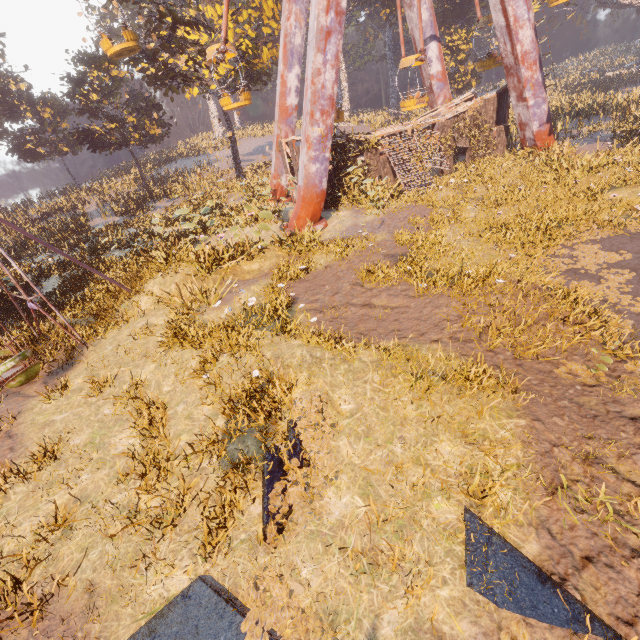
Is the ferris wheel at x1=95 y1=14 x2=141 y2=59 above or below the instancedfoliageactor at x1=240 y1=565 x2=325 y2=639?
above

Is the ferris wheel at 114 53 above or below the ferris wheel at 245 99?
above

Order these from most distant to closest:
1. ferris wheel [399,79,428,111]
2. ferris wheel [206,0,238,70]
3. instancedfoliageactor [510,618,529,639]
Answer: ferris wheel [399,79,428,111], ferris wheel [206,0,238,70], instancedfoliageactor [510,618,529,639]

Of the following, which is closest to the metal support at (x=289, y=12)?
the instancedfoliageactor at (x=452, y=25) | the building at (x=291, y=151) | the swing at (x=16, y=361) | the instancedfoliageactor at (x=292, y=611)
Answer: the building at (x=291, y=151)

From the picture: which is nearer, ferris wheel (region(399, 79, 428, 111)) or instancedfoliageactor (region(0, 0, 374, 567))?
instancedfoliageactor (region(0, 0, 374, 567))

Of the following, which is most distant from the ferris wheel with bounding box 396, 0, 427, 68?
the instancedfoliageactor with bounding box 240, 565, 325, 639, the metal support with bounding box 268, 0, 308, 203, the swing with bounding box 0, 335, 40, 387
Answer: the instancedfoliageactor with bounding box 240, 565, 325, 639

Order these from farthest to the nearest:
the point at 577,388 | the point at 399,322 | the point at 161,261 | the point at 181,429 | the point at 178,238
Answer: the point at 178,238
the point at 161,261
the point at 399,322
the point at 181,429
the point at 577,388

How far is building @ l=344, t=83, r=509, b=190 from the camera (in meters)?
18.33
